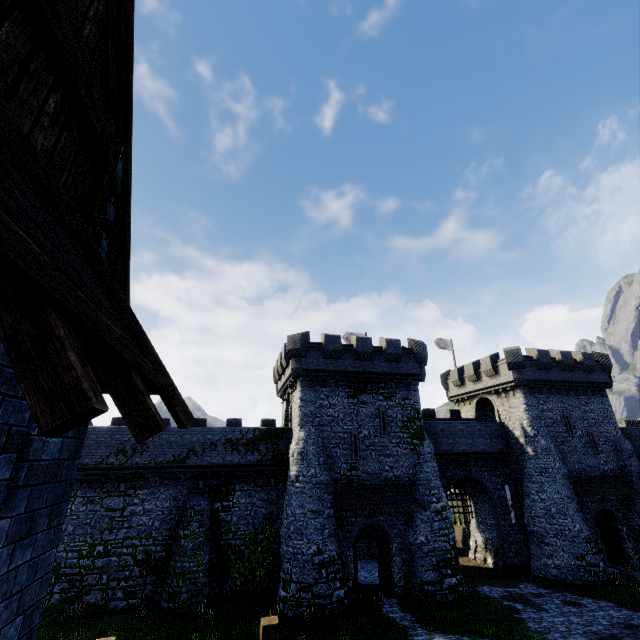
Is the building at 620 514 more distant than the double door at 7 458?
Yes

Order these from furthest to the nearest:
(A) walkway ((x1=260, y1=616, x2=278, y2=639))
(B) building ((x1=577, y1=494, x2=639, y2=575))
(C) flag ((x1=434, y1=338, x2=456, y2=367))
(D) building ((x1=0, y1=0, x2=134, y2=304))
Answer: (C) flag ((x1=434, y1=338, x2=456, y2=367)), (B) building ((x1=577, y1=494, x2=639, y2=575)), (A) walkway ((x1=260, y1=616, x2=278, y2=639)), (D) building ((x1=0, y1=0, x2=134, y2=304))

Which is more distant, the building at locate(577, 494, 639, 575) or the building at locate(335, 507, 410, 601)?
the building at locate(577, 494, 639, 575)

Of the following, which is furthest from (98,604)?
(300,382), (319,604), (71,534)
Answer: (300,382)

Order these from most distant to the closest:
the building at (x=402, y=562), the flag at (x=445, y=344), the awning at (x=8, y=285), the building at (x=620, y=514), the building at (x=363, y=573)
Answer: the flag at (x=445, y=344) → the building at (x=620, y=514) → the building at (x=363, y=573) → the building at (x=402, y=562) → the awning at (x=8, y=285)

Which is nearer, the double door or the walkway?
the double door

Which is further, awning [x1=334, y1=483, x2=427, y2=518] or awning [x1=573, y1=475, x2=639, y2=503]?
awning [x1=573, y1=475, x2=639, y2=503]

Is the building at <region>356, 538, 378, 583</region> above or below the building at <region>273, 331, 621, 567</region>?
below
